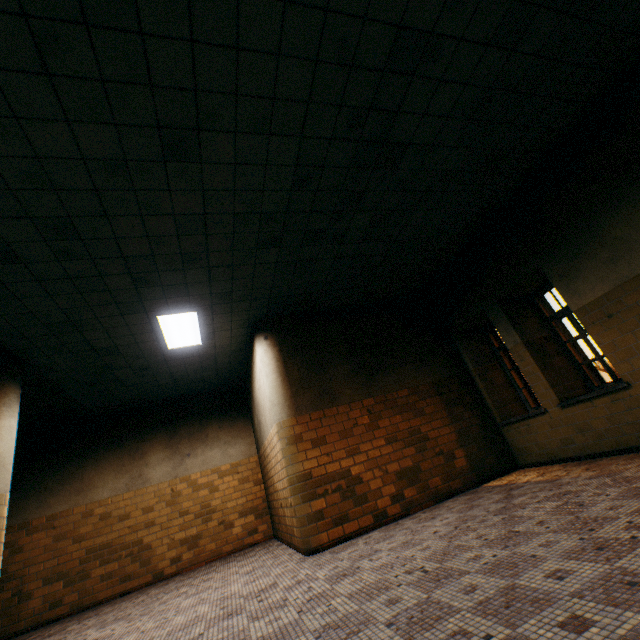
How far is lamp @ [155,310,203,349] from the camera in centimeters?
541cm

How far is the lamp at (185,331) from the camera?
5.4 meters

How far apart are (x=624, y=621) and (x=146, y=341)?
6.42m
